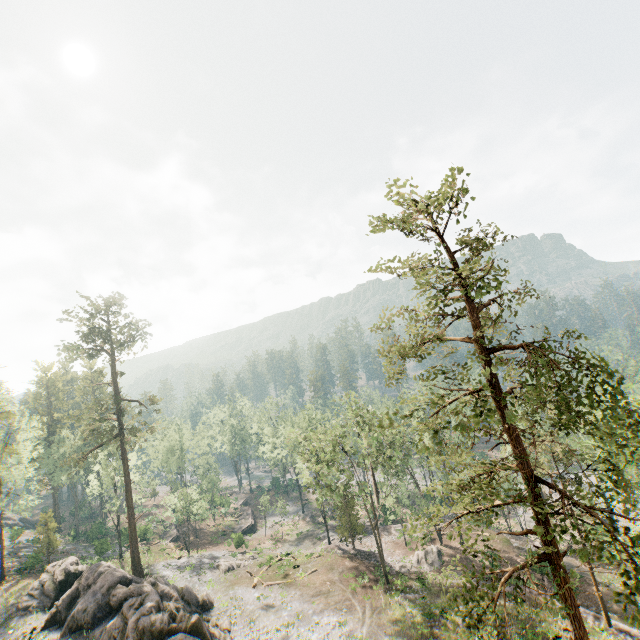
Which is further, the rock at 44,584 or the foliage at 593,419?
the rock at 44,584

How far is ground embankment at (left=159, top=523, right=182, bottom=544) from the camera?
53.2 meters

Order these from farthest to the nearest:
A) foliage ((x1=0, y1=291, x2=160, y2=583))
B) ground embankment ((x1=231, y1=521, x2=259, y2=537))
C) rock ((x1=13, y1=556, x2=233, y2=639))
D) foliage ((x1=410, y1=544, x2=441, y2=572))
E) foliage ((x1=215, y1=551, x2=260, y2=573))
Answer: ground embankment ((x1=231, y1=521, x2=259, y2=537))
foliage ((x1=215, y1=551, x2=260, y2=573))
foliage ((x1=0, y1=291, x2=160, y2=583))
foliage ((x1=410, y1=544, x2=441, y2=572))
rock ((x1=13, y1=556, x2=233, y2=639))

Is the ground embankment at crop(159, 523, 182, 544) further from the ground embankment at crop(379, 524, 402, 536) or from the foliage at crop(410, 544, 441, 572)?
the ground embankment at crop(379, 524, 402, 536)

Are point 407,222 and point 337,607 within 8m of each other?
no

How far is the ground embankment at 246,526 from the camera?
48.46m

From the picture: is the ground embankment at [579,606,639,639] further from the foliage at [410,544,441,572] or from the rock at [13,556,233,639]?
the rock at [13,556,233,639]

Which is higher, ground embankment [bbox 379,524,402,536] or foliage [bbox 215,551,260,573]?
foliage [bbox 215,551,260,573]
